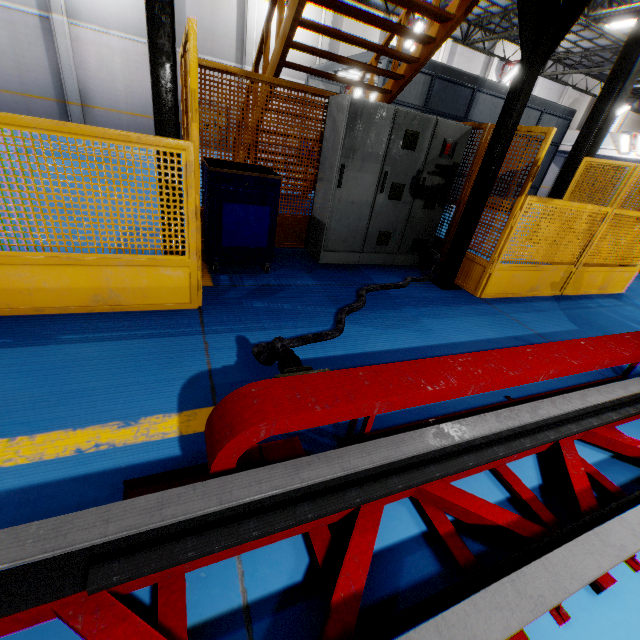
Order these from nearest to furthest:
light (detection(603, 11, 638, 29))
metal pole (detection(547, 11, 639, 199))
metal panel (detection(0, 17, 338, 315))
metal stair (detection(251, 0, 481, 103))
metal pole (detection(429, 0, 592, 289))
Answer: metal panel (detection(0, 17, 338, 315)) → metal pole (detection(429, 0, 592, 289)) → metal stair (detection(251, 0, 481, 103)) → metal pole (detection(547, 11, 639, 199)) → light (detection(603, 11, 638, 29))

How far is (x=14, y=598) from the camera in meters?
1.0

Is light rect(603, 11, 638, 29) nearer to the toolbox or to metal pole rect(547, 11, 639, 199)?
metal pole rect(547, 11, 639, 199)

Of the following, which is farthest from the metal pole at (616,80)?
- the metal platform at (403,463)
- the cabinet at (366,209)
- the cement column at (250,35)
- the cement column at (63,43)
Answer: the cement column at (63,43)

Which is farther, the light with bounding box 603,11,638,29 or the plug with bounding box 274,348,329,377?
the light with bounding box 603,11,638,29

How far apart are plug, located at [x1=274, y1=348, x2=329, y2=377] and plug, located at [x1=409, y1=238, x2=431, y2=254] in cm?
401

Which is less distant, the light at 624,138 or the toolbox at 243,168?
the toolbox at 243,168

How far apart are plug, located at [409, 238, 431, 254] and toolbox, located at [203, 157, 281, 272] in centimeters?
245cm
